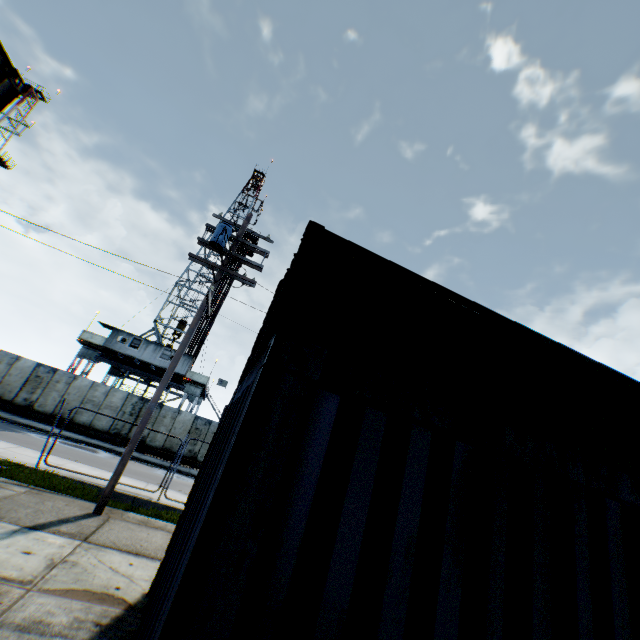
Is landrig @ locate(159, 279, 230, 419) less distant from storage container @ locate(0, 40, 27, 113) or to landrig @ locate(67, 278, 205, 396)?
landrig @ locate(67, 278, 205, 396)

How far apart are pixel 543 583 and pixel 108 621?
5.2 meters

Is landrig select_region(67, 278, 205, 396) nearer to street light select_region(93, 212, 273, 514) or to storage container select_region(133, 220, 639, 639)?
street light select_region(93, 212, 273, 514)

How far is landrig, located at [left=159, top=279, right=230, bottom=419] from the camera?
28.5 meters

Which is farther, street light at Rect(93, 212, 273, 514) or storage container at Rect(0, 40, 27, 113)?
street light at Rect(93, 212, 273, 514)

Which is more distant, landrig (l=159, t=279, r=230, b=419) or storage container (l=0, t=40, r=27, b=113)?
landrig (l=159, t=279, r=230, b=419)

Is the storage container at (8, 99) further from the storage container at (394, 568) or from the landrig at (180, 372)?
the landrig at (180, 372)

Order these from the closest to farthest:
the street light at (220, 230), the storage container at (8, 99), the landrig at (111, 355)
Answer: the storage container at (8, 99), the street light at (220, 230), the landrig at (111, 355)
